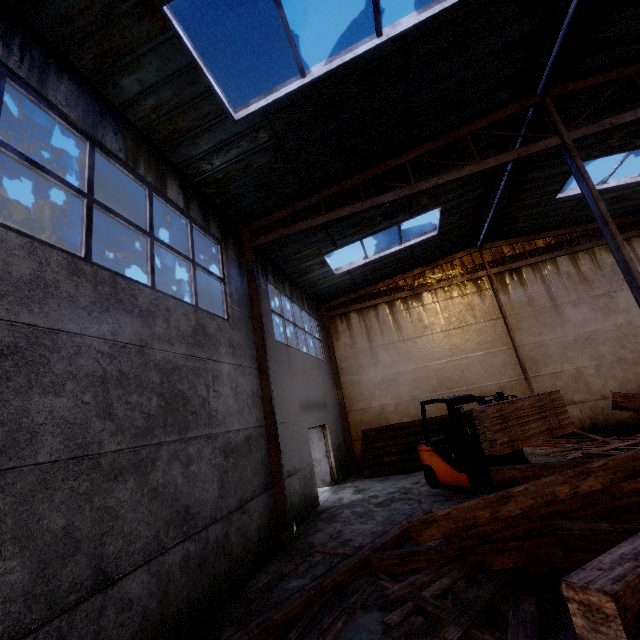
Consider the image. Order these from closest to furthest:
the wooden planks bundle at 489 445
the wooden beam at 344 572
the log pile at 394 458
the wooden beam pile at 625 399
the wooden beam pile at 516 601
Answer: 1. the wooden beam pile at 516 601
2. the wooden beam at 344 572
3. the wooden beam pile at 625 399
4. the wooden planks bundle at 489 445
5. the log pile at 394 458

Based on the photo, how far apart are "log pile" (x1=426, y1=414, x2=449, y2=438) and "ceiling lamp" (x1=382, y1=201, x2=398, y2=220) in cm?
832

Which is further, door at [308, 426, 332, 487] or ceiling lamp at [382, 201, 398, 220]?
door at [308, 426, 332, 487]

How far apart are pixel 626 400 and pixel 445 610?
3.7m

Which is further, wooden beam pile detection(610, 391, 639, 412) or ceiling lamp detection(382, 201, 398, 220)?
ceiling lamp detection(382, 201, 398, 220)

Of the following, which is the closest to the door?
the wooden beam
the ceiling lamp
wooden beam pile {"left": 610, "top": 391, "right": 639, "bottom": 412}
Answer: the wooden beam

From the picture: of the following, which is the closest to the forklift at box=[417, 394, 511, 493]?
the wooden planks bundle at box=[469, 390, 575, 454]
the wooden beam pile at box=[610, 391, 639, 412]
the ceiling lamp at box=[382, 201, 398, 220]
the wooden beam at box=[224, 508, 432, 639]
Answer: the wooden planks bundle at box=[469, 390, 575, 454]

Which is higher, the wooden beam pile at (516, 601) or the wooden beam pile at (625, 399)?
the wooden beam pile at (625, 399)
